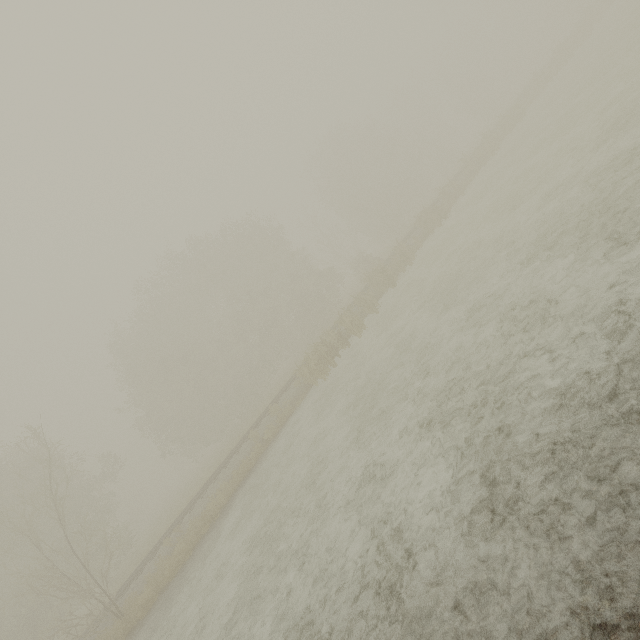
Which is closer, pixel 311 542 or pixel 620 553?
pixel 620 553
